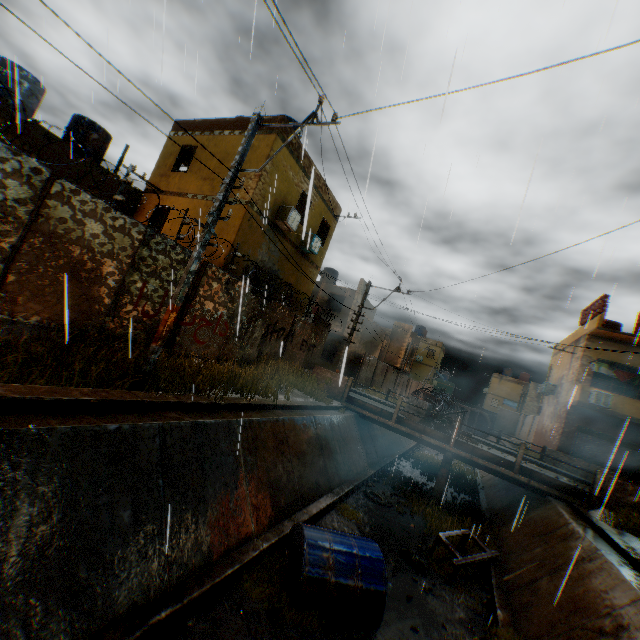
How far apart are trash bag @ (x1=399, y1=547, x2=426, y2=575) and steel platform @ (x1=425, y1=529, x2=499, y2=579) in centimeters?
40cm

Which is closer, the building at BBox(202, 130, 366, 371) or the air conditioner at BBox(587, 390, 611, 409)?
the building at BBox(202, 130, 366, 371)

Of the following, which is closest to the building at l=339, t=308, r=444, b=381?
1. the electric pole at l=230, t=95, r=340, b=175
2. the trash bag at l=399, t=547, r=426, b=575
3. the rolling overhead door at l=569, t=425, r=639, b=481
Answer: the rolling overhead door at l=569, t=425, r=639, b=481

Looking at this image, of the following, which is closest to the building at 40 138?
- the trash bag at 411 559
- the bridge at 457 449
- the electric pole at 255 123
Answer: the bridge at 457 449

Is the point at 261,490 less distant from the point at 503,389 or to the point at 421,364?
the point at 421,364

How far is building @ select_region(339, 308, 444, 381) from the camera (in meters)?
28.33

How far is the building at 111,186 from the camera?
14.1m

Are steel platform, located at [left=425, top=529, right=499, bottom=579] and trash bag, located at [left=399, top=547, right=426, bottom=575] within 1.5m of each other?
yes
